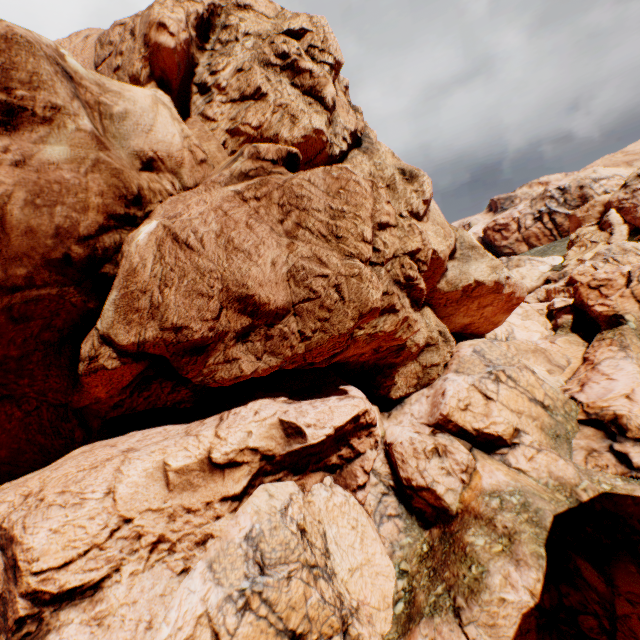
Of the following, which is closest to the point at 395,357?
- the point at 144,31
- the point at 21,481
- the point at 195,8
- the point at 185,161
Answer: the point at 185,161
